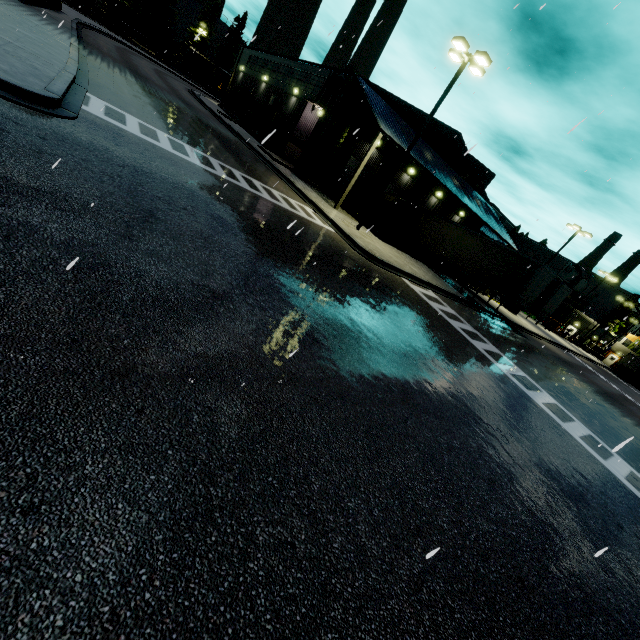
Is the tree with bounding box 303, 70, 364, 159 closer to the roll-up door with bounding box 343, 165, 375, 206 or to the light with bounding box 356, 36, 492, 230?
the roll-up door with bounding box 343, 165, 375, 206

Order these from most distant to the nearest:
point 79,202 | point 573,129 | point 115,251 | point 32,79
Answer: point 32,79
point 79,202
point 115,251
point 573,129

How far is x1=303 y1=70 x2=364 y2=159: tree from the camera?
23.1m

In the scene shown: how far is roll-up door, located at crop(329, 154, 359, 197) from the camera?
26.72m

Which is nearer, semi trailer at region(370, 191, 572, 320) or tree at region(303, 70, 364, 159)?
semi trailer at region(370, 191, 572, 320)

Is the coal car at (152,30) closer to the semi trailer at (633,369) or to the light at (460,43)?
the semi trailer at (633,369)

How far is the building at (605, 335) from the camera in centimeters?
5434cm
